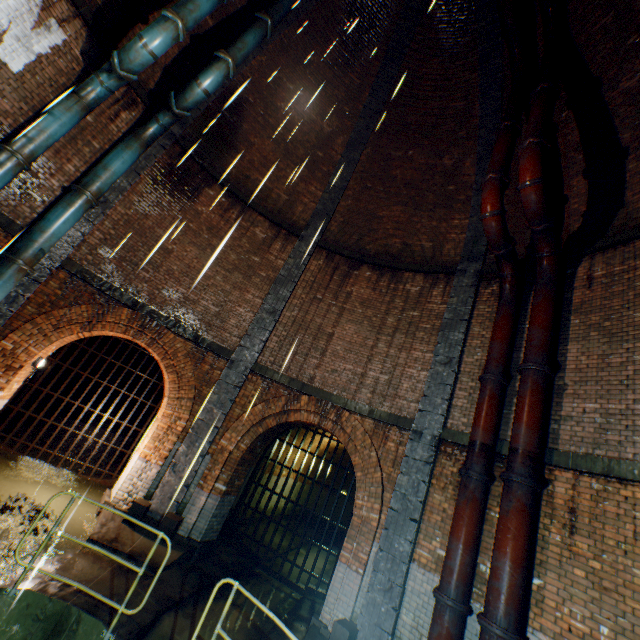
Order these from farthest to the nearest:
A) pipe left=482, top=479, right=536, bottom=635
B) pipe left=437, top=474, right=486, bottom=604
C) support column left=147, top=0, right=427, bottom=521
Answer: support column left=147, top=0, right=427, bottom=521 → pipe left=437, top=474, right=486, bottom=604 → pipe left=482, top=479, right=536, bottom=635

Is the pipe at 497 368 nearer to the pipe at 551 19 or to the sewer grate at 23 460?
the pipe at 551 19

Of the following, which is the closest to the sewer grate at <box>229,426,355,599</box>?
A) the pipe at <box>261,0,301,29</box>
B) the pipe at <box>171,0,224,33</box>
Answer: the pipe at <box>171,0,224,33</box>

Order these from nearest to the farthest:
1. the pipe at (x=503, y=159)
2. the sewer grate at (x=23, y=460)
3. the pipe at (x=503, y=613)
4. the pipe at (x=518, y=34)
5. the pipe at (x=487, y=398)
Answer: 1. the pipe at (x=503, y=613)
2. the pipe at (x=487, y=398)
3. the pipe at (x=503, y=159)
4. the pipe at (x=518, y=34)
5. the sewer grate at (x=23, y=460)

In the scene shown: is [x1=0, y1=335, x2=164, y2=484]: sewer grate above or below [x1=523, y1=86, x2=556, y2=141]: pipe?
below

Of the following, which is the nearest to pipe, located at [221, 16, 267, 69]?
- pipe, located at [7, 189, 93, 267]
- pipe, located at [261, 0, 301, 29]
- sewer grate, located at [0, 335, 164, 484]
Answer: pipe, located at [261, 0, 301, 29]

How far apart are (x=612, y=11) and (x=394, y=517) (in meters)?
13.27

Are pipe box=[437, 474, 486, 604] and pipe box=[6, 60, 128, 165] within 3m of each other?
no
